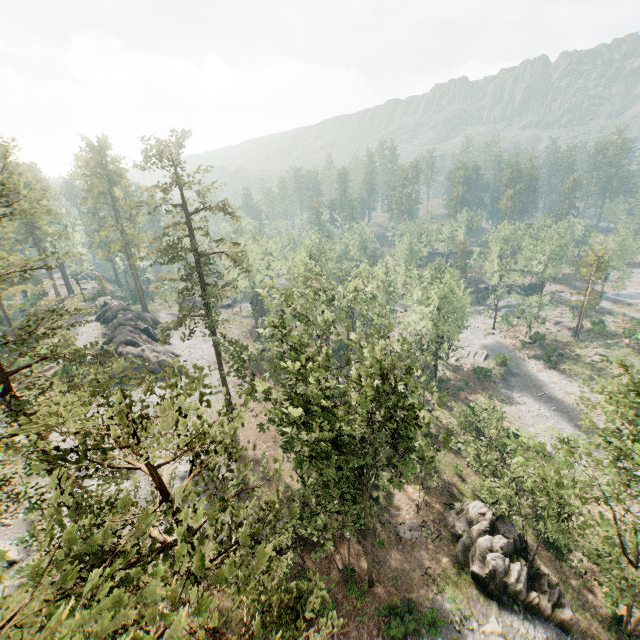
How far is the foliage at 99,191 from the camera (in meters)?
57.88

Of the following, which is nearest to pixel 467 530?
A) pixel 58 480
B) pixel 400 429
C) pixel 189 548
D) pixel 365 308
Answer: pixel 400 429

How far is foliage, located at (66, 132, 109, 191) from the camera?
57.88m

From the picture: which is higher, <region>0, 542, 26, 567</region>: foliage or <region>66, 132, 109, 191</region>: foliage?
<region>66, 132, 109, 191</region>: foliage

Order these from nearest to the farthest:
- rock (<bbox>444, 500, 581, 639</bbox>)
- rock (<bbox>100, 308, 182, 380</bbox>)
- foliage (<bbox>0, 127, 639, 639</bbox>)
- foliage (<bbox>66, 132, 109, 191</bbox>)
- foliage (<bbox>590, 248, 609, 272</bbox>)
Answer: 1. foliage (<bbox>0, 127, 639, 639</bbox>)
2. rock (<bbox>444, 500, 581, 639</bbox>)
3. rock (<bbox>100, 308, 182, 380</bbox>)
4. foliage (<bbox>66, 132, 109, 191</bbox>)
5. foliage (<bbox>590, 248, 609, 272</bbox>)

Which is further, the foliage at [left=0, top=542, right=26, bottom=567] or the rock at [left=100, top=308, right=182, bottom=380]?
the rock at [left=100, top=308, right=182, bottom=380]

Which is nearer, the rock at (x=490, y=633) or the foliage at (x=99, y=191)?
the rock at (x=490, y=633)

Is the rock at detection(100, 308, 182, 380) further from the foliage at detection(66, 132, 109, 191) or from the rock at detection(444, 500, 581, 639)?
the rock at detection(444, 500, 581, 639)
